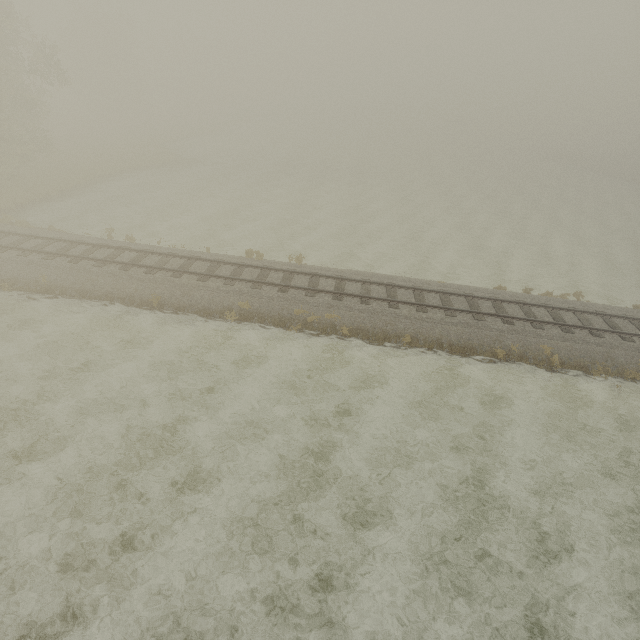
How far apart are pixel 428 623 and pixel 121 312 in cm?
1646
